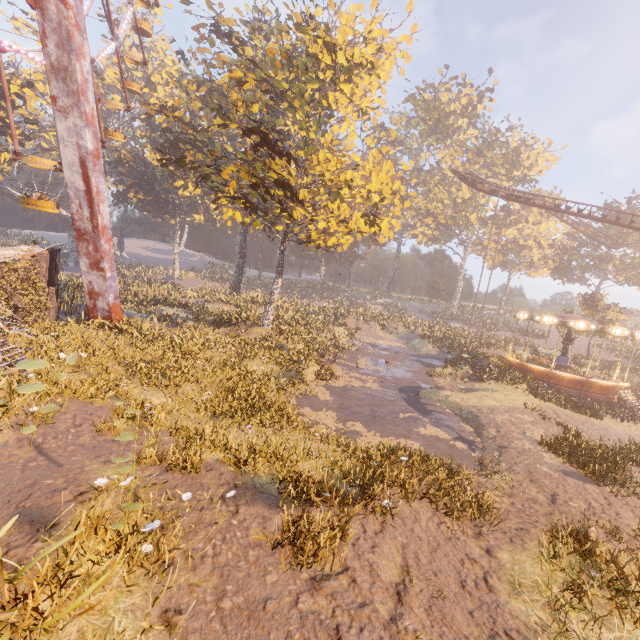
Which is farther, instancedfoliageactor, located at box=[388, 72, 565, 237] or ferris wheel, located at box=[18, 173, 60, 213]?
instancedfoliageactor, located at box=[388, 72, 565, 237]

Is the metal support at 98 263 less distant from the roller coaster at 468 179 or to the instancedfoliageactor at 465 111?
the instancedfoliageactor at 465 111

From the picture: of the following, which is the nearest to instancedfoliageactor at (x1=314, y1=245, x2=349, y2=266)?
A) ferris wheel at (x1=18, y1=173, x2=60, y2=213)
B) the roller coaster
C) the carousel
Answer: the carousel

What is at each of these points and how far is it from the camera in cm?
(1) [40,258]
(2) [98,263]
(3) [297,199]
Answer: (1) building, 1465
(2) metal support, 1554
(3) tree, 1480

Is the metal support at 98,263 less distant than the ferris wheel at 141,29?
Yes

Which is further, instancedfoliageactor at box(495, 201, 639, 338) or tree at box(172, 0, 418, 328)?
instancedfoliageactor at box(495, 201, 639, 338)

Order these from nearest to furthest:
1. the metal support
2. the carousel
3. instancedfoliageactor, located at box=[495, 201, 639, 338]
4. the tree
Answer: the metal support → the tree → the carousel → instancedfoliageactor, located at box=[495, 201, 639, 338]

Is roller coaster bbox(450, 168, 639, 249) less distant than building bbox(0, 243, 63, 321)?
No
